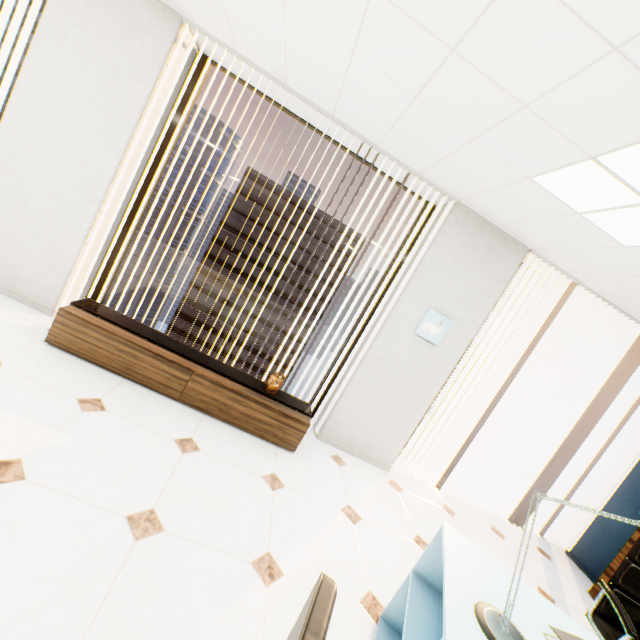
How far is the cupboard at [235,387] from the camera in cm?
274

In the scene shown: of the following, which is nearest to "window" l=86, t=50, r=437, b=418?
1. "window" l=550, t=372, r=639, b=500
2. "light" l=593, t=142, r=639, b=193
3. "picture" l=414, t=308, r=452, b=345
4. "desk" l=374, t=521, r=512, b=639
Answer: "picture" l=414, t=308, r=452, b=345

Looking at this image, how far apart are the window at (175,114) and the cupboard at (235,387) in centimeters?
55cm

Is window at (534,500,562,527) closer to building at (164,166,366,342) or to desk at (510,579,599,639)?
desk at (510,579,599,639)

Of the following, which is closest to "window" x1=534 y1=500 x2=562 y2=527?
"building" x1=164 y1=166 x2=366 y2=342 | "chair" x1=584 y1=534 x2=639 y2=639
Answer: "chair" x1=584 y1=534 x2=639 y2=639

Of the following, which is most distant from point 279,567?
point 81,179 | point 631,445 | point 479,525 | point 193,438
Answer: point 631,445

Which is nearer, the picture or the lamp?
the lamp

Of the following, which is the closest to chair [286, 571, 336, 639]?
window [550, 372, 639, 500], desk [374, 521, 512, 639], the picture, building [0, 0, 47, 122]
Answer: desk [374, 521, 512, 639]
